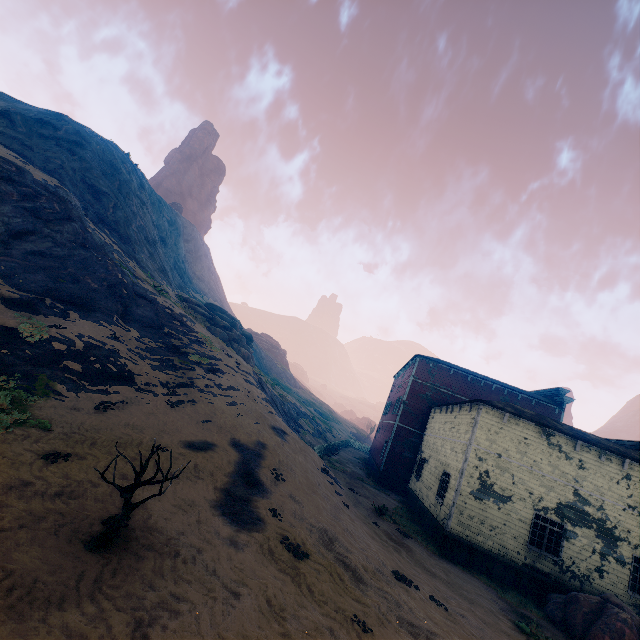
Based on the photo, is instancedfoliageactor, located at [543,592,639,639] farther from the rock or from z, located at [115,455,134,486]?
the rock

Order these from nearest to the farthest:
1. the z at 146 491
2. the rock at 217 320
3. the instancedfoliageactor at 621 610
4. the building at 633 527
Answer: the z at 146 491, the instancedfoliageactor at 621 610, the building at 633 527, the rock at 217 320

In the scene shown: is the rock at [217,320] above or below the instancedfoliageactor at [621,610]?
above

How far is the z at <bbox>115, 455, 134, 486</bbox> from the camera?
8.4 meters

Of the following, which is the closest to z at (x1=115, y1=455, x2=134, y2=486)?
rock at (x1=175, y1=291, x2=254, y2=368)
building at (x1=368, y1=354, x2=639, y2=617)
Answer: building at (x1=368, y1=354, x2=639, y2=617)

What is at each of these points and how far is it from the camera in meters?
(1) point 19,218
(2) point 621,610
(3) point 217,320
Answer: (1) z, 18.6
(2) instancedfoliageactor, 11.0
(3) rock, 33.8

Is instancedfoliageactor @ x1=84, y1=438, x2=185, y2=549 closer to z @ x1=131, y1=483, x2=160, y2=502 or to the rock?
z @ x1=131, y1=483, x2=160, y2=502
